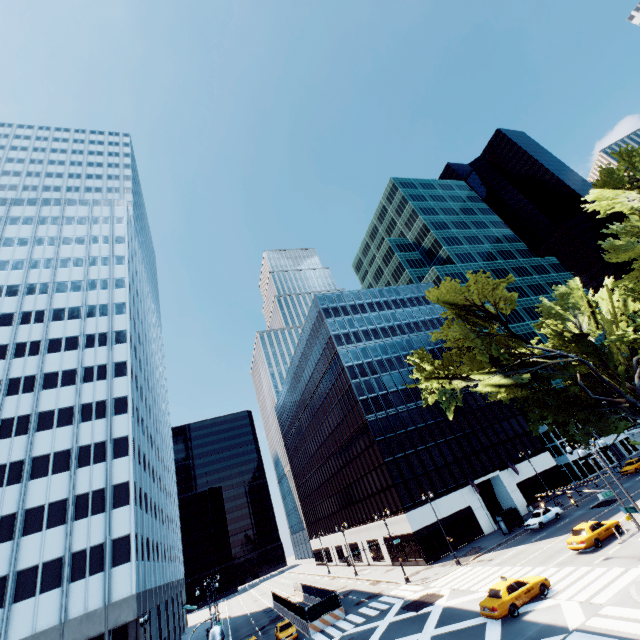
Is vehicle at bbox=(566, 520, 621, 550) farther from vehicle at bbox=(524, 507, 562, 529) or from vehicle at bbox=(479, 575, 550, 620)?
vehicle at bbox=(524, 507, 562, 529)

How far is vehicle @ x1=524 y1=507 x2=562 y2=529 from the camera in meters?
37.2

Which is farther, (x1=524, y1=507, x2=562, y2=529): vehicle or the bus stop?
the bus stop

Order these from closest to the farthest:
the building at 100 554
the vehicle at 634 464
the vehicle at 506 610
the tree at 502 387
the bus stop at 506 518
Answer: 1. the vehicle at 506 610
2. the tree at 502 387
3. the building at 100 554
4. the bus stop at 506 518
5. the vehicle at 634 464

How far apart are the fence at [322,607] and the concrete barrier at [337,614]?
0.0 meters

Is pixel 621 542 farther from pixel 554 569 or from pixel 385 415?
pixel 385 415

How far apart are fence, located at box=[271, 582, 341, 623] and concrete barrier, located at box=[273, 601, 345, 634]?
0.0 meters

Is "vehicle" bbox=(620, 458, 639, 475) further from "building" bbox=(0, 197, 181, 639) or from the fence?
"building" bbox=(0, 197, 181, 639)
